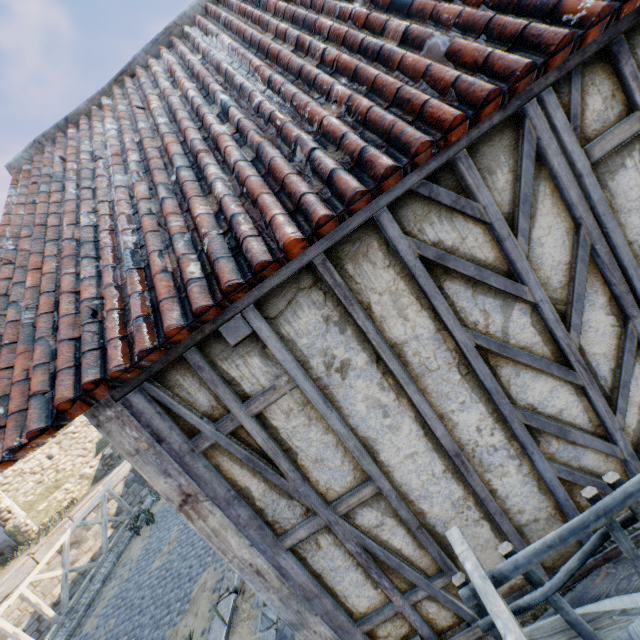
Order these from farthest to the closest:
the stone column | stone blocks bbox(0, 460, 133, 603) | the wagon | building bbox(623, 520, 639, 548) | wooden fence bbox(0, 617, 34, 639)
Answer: the stone column
stone blocks bbox(0, 460, 133, 603)
wooden fence bbox(0, 617, 34, 639)
building bbox(623, 520, 639, 548)
the wagon

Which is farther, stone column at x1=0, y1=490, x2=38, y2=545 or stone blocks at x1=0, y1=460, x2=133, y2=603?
stone column at x1=0, y1=490, x2=38, y2=545

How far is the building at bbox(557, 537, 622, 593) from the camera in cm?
215

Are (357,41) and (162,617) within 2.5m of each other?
no

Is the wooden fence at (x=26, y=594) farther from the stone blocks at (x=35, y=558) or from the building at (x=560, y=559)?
the building at (x=560, y=559)

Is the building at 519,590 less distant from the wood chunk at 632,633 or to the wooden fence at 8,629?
the wood chunk at 632,633

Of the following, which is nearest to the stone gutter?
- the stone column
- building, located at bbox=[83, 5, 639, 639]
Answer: building, located at bbox=[83, 5, 639, 639]
